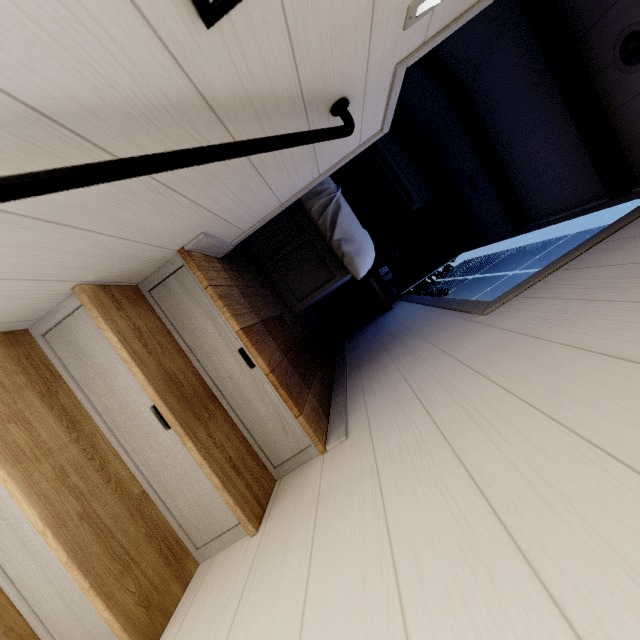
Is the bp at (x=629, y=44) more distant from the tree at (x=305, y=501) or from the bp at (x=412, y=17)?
the bp at (x=412, y=17)

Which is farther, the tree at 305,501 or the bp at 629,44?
the bp at 629,44

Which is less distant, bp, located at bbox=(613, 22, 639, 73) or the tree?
the tree

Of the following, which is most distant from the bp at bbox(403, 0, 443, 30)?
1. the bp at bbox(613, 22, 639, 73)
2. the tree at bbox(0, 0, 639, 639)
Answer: the bp at bbox(613, 22, 639, 73)

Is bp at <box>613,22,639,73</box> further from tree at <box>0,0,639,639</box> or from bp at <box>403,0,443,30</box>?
bp at <box>403,0,443,30</box>

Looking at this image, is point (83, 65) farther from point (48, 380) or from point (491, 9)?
point (491, 9)
